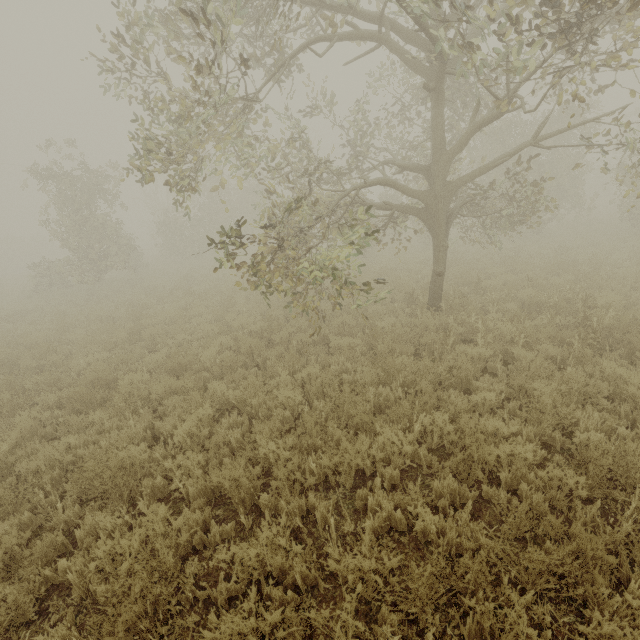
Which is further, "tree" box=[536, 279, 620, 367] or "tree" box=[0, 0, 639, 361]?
"tree" box=[536, 279, 620, 367]

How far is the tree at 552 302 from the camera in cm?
603

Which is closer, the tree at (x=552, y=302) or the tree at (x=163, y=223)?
the tree at (x=163, y=223)

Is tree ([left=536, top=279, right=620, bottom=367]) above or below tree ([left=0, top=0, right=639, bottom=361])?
below

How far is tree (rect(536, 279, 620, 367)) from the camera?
6.03m

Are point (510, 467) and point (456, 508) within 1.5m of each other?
yes
